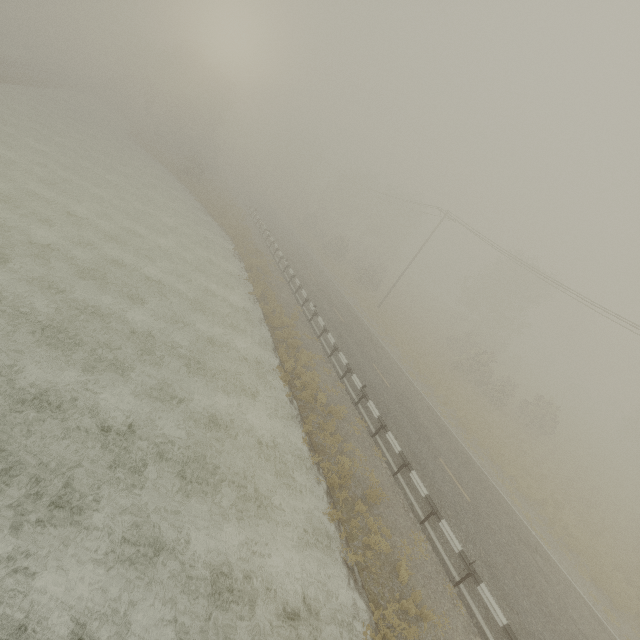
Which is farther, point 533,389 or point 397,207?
point 397,207
